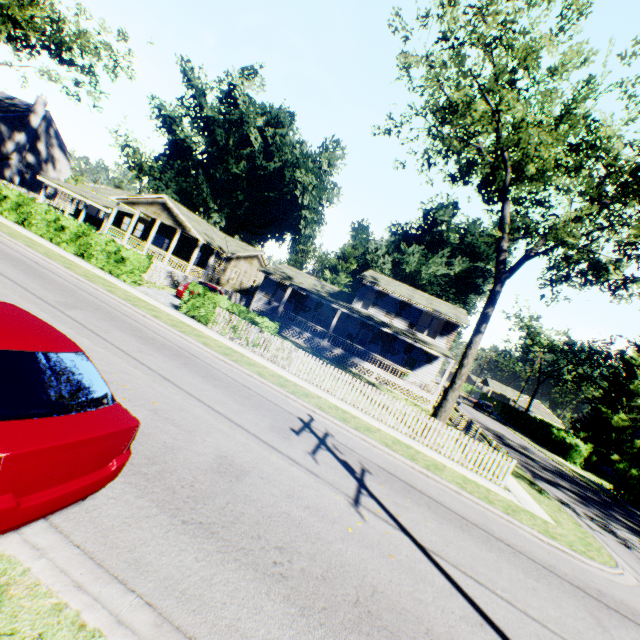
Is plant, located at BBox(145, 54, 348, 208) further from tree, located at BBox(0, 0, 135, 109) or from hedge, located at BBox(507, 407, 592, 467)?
hedge, located at BBox(507, 407, 592, 467)

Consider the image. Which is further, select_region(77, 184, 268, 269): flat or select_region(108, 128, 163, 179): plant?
select_region(108, 128, 163, 179): plant

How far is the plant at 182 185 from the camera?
57.7m

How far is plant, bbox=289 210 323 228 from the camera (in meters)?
57.59

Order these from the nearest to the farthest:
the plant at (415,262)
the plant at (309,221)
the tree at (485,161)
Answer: the tree at (485,161) → the plant at (415,262) → the plant at (309,221)

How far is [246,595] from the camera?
3.7m

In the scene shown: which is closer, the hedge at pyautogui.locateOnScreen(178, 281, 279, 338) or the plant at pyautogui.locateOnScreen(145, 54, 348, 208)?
the hedge at pyautogui.locateOnScreen(178, 281, 279, 338)

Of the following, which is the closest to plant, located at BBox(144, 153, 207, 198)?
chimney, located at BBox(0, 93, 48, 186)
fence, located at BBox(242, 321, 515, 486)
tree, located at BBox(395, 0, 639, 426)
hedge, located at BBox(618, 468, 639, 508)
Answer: fence, located at BBox(242, 321, 515, 486)
